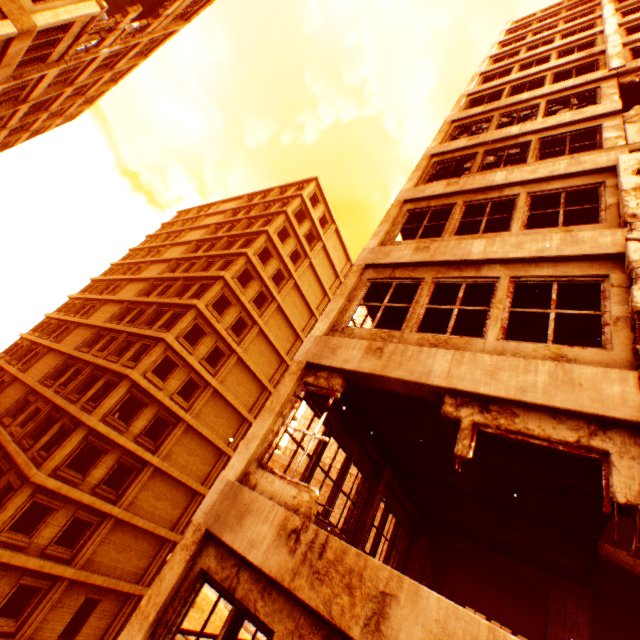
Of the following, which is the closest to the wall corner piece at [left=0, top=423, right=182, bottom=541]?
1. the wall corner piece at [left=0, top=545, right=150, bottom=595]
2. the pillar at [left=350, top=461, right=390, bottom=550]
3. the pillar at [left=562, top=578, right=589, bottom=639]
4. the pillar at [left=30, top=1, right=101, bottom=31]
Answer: the wall corner piece at [left=0, top=545, right=150, bottom=595]

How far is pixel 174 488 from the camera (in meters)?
21.77

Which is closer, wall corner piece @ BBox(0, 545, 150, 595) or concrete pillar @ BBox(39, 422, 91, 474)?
wall corner piece @ BBox(0, 545, 150, 595)

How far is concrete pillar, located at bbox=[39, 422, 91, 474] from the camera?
16.09m

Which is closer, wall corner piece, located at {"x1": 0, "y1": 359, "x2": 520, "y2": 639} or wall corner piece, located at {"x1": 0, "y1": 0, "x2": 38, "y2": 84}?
wall corner piece, located at {"x1": 0, "y1": 359, "x2": 520, "y2": 639}

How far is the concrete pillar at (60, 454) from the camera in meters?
16.1

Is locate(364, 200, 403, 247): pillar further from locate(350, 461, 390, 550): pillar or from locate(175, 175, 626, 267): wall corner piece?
locate(350, 461, 390, 550): pillar

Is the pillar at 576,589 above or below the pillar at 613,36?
below
